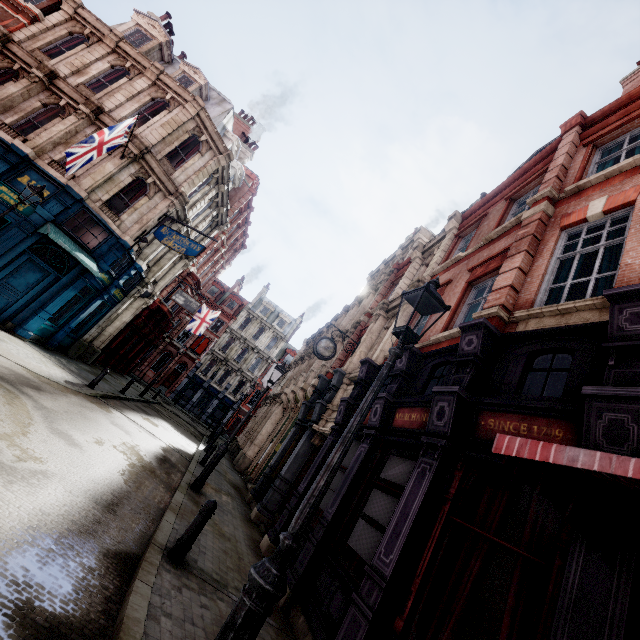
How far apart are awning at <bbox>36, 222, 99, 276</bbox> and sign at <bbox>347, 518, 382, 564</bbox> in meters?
14.0 m

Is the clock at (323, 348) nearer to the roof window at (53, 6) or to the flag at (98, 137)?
the flag at (98, 137)

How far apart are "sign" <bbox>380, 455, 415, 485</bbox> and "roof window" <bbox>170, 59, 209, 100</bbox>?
20.8m

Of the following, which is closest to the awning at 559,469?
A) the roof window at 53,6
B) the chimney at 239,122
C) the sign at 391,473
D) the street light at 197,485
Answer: the sign at 391,473

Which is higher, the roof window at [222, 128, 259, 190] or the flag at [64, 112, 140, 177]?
the roof window at [222, 128, 259, 190]

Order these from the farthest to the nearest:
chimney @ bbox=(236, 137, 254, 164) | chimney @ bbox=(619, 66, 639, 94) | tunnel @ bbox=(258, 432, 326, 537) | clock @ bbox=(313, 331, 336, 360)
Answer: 1. chimney @ bbox=(236, 137, 254, 164)
2. clock @ bbox=(313, 331, 336, 360)
3. chimney @ bbox=(619, 66, 639, 94)
4. tunnel @ bbox=(258, 432, 326, 537)

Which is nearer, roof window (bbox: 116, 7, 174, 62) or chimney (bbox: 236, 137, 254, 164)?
roof window (bbox: 116, 7, 174, 62)

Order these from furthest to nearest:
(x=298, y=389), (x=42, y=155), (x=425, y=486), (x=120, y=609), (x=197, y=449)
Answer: (x=298, y=389)
(x=197, y=449)
(x=42, y=155)
(x=425, y=486)
(x=120, y=609)
